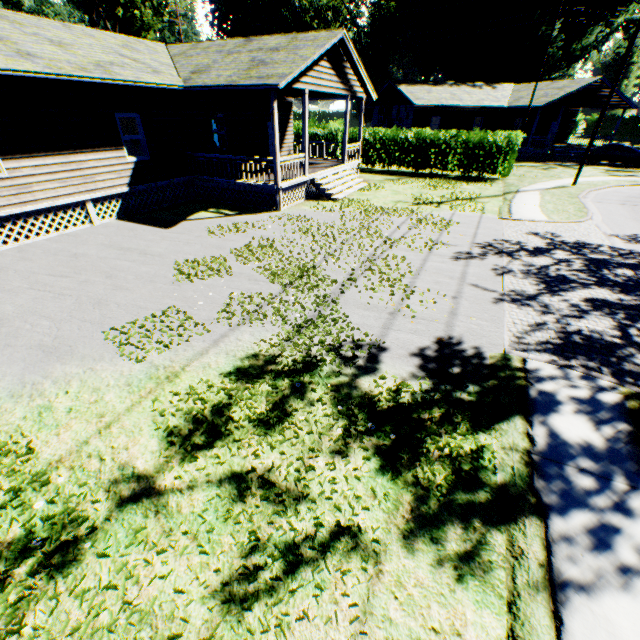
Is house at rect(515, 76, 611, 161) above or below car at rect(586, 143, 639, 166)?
above

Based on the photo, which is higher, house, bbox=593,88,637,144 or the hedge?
house, bbox=593,88,637,144

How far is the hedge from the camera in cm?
2080

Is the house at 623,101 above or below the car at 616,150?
above

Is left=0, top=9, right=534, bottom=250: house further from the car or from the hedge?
the car

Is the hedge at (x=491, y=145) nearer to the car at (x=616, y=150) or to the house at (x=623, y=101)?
the house at (x=623, y=101)

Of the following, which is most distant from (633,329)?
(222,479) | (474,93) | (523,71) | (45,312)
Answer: (523,71)
